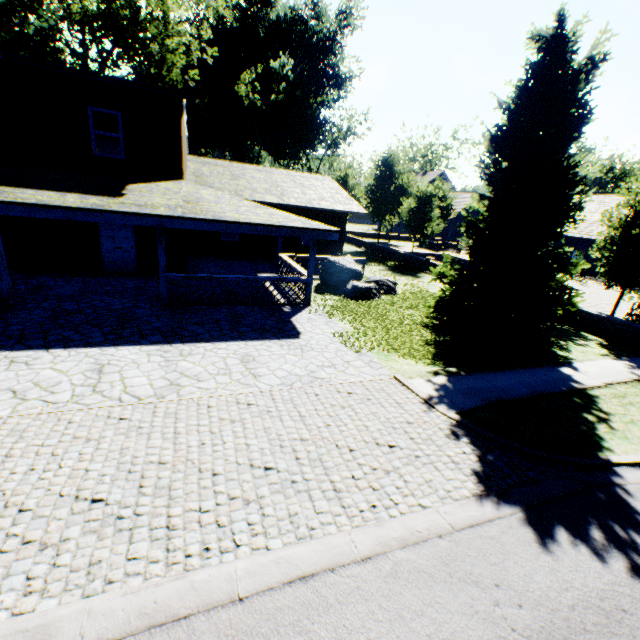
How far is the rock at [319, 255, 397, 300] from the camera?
13.9m

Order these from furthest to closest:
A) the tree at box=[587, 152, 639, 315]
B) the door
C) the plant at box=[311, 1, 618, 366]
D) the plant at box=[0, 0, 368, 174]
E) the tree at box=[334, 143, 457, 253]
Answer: the plant at box=[0, 0, 368, 174] → the tree at box=[334, 143, 457, 253] → the door → the tree at box=[587, 152, 639, 315] → the plant at box=[311, 1, 618, 366]

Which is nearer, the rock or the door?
the door

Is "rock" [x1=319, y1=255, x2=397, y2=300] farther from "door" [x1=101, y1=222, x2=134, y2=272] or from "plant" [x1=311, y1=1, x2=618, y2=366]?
"door" [x1=101, y1=222, x2=134, y2=272]

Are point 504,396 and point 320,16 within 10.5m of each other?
no

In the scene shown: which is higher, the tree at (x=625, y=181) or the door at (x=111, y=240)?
the tree at (x=625, y=181)

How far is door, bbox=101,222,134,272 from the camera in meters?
13.1 m

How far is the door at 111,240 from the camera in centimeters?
1311cm
